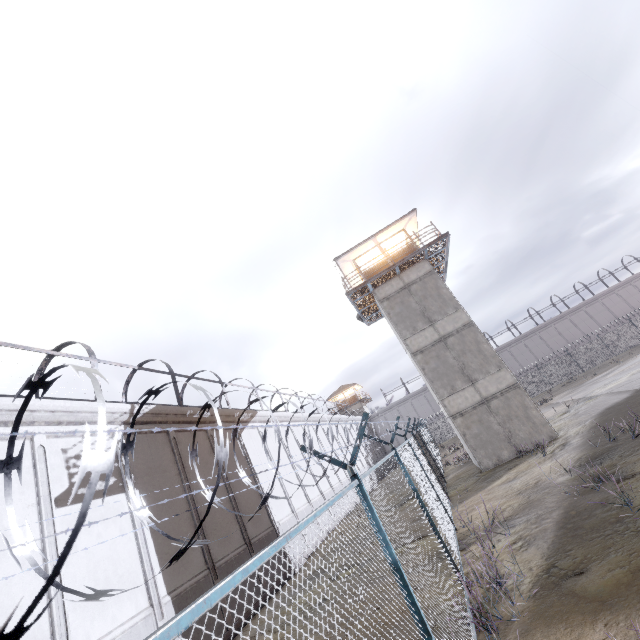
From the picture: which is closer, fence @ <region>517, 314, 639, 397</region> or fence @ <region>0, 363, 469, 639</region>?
fence @ <region>0, 363, 469, 639</region>

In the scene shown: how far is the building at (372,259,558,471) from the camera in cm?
1647

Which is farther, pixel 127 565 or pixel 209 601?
pixel 127 565

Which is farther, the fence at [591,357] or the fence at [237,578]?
the fence at [591,357]

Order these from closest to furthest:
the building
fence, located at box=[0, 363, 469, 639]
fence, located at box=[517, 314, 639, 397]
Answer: fence, located at box=[0, 363, 469, 639]
the building
fence, located at box=[517, 314, 639, 397]

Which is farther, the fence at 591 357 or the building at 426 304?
the fence at 591 357

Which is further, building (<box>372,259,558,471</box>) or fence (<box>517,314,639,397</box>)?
fence (<box>517,314,639,397</box>)
